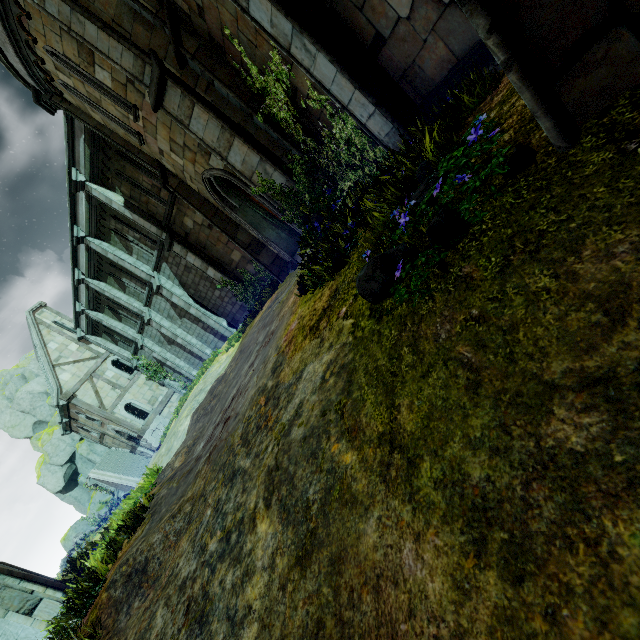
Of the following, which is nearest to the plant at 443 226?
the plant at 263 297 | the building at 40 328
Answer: the plant at 263 297

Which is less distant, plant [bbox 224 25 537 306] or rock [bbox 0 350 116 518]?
plant [bbox 224 25 537 306]

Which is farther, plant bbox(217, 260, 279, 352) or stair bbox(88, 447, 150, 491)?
stair bbox(88, 447, 150, 491)

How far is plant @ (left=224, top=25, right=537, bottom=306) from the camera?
1.97m

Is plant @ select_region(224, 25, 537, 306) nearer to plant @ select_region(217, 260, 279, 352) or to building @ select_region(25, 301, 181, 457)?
plant @ select_region(217, 260, 279, 352)

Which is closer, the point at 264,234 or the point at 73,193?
the point at 264,234

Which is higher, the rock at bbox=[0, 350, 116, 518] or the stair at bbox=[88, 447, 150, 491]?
the rock at bbox=[0, 350, 116, 518]

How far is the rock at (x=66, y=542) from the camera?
34.9m
